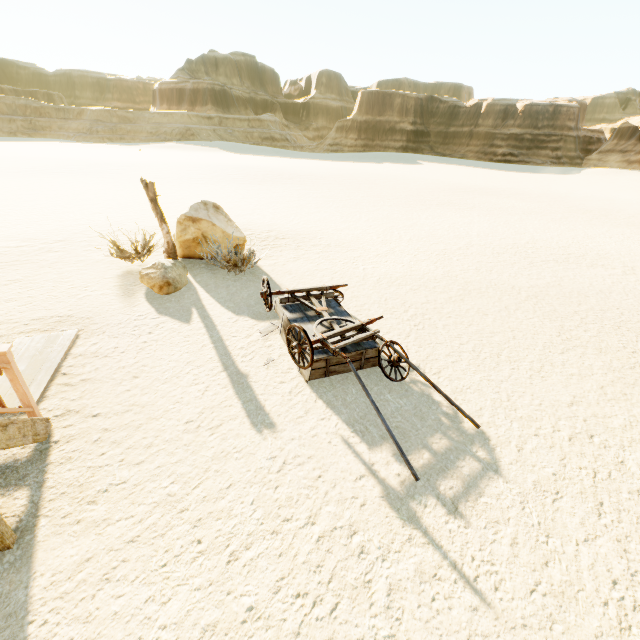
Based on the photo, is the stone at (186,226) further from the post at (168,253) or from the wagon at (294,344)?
the wagon at (294,344)

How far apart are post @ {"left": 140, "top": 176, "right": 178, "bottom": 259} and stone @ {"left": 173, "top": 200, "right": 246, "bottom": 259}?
0.35m

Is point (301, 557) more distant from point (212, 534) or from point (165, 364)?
point (165, 364)

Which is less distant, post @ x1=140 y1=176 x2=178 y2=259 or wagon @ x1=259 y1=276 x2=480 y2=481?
wagon @ x1=259 y1=276 x2=480 y2=481

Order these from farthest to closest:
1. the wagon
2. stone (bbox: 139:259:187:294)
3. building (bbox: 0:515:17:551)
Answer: stone (bbox: 139:259:187:294), the wagon, building (bbox: 0:515:17:551)

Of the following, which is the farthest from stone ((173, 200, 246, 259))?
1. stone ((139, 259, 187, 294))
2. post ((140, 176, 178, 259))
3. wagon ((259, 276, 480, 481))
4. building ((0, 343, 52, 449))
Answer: building ((0, 343, 52, 449))

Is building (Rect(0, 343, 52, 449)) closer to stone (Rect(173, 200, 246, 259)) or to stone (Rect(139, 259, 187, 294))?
stone (Rect(139, 259, 187, 294))

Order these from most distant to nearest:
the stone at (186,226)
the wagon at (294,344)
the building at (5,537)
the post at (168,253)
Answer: the stone at (186,226)
the post at (168,253)
the wagon at (294,344)
the building at (5,537)
